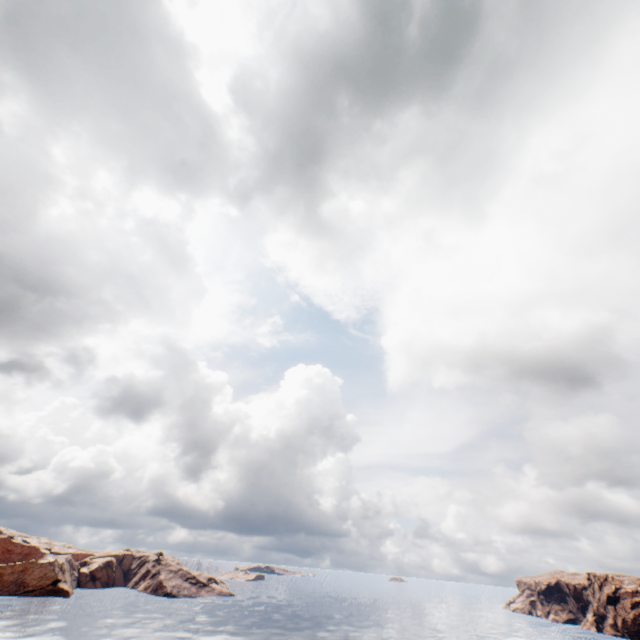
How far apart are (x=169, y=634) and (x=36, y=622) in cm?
2511
